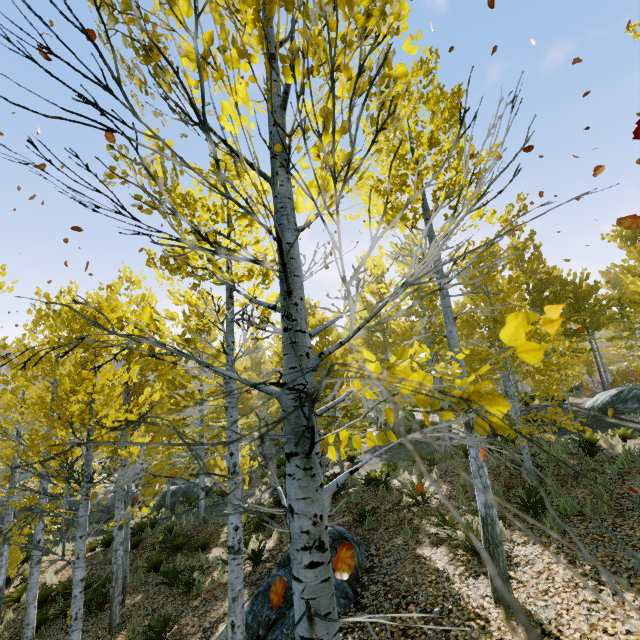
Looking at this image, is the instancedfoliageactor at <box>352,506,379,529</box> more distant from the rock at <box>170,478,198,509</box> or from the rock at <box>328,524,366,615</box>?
the rock at <box>328,524,366,615</box>

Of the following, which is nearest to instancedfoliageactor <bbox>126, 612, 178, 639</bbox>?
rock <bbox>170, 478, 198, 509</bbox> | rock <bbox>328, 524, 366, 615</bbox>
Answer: rock <bbox>170, 478, 198, 509</bbox>

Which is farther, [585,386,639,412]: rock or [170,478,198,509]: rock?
[170,478,198,509]: rock

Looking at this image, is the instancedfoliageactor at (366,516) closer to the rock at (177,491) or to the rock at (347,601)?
the rock at (177,491)

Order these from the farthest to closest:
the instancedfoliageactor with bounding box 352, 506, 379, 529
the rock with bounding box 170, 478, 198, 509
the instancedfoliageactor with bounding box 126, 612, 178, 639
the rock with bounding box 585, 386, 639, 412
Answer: the rock with bounding box 170, 478, 198, 509 → the rock with bounding box 585, 386, 639, 412 → the instancedfoliageactor with bounding box 352, 506, 379, 529 → the instancedfoliageactor with bounding box 126, 612, 178, 639

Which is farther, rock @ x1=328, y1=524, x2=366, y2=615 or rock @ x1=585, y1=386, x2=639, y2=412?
rock @ x1=585, y1=386, x2=639, y2=412

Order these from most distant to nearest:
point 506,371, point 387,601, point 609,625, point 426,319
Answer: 1. point 426,319
2. point 506,371
3. point 387,601
4. point 609,625

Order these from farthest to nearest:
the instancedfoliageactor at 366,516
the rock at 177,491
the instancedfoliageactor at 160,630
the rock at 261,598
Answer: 1. the rock at 177,491
2. the instancedfoliageactor at 366,516
3. the instancedfoliageactor at 160,630
4. the rock at 261,598
